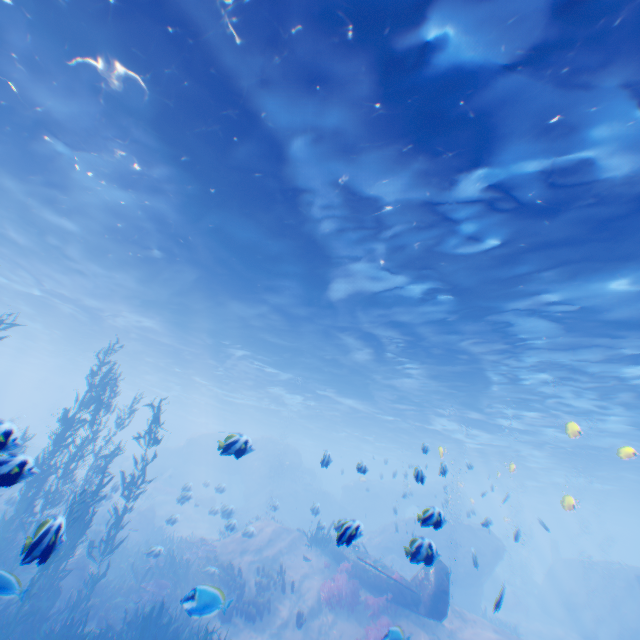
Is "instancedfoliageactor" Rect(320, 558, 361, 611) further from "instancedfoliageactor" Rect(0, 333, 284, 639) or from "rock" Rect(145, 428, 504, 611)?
"instancedfoliageactor" Rect(0, 333, 284, 639)

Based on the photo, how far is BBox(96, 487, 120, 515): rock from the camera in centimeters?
1736cm

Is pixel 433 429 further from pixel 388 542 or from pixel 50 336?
pixel 50 336

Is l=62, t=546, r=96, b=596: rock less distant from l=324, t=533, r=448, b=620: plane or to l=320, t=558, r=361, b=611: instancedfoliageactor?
l=324, t=533, r=448, b=620: plane

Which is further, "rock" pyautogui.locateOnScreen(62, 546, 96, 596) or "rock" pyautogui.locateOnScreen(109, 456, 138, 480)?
"rock" pyautogui.locateOnScreen(109, 456, 138, 480)

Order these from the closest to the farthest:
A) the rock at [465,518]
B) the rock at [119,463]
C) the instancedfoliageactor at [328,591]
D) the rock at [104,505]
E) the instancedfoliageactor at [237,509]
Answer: the instancedfoliageactor at [328,591]
the instancedfoliageactor at [237,509]
the rock at [465,518]
the rock at [104,505]
the rock at [119,463]

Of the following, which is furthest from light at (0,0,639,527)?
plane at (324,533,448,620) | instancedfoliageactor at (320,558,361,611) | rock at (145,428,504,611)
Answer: instancedfoliageactor at (320,558,361,611)

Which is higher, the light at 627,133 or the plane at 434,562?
the light at 627,133
